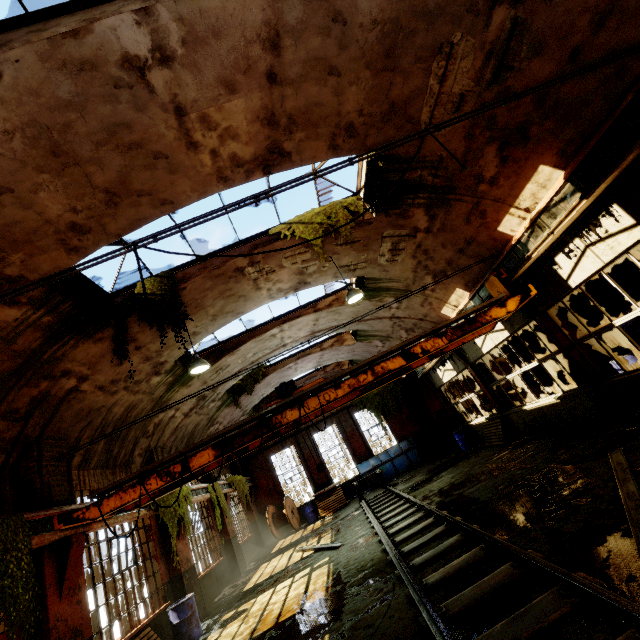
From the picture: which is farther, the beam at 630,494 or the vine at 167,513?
the vine at 167,513

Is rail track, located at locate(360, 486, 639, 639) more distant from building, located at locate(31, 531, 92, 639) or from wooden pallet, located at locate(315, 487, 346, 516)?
building, located at locate(31, 531, 92, 639)

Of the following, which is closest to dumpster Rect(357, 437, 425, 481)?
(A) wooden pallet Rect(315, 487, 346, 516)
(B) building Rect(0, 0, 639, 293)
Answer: (A) wooden pallet Rect(315, 487, 346, 516)

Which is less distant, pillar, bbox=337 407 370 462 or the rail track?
the rail track

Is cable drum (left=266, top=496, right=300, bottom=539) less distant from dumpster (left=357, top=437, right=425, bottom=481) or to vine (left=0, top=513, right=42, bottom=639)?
dumpster (left=357, top=437, right=425, bottom=481)

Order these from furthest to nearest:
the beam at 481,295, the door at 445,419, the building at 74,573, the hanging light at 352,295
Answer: the door at 445,419
the beam at 481,295
the hanging light at 352,295
the building at 74,573

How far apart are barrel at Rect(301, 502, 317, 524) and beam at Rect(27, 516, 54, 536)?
14.7 meters

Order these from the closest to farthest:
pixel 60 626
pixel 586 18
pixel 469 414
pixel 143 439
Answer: pixel 586 18, pixel 60 626, pixel 143 439, pixel 469 414
